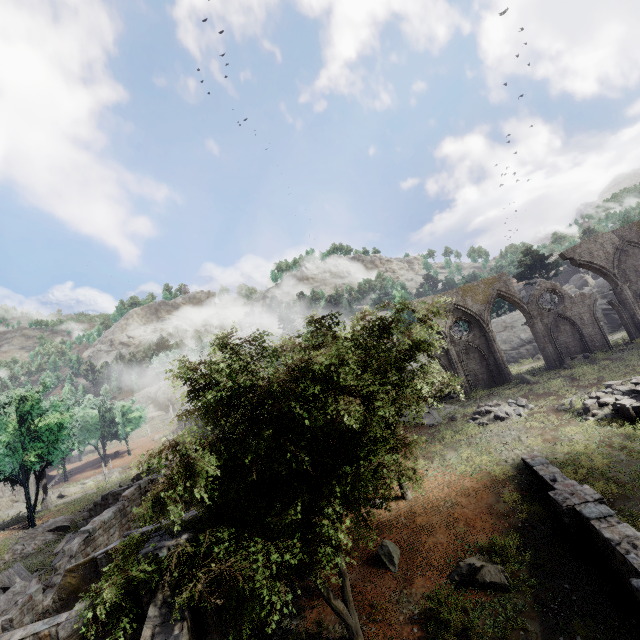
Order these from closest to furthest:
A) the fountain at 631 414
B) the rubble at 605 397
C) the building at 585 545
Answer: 1. the building at 585 545
2. the fountain at 631 414
3. the rubble at 605 397

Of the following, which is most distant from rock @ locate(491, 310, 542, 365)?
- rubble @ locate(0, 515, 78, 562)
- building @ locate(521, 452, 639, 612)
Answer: rubble @ locate(0, 515, 78, 562)

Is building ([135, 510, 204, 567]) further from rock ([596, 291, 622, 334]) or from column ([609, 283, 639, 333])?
rock ([596, 291, 622, 334])

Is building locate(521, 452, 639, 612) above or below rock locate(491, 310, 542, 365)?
below

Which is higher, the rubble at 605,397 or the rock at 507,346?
the rock at 507,346

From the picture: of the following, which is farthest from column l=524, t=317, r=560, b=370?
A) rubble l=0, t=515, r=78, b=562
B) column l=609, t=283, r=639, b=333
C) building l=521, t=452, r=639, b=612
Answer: rubble l=0, t=515, r=78, b=562

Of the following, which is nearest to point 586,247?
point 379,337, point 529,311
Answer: point 529,311

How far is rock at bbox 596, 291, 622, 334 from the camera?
39.16m
